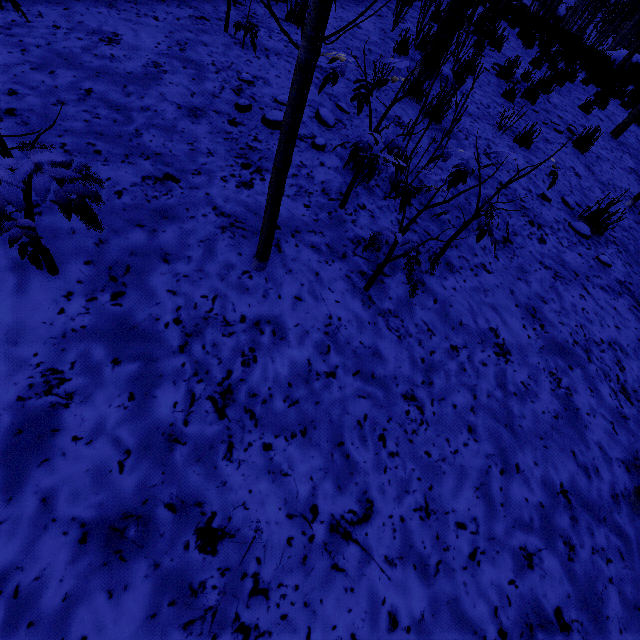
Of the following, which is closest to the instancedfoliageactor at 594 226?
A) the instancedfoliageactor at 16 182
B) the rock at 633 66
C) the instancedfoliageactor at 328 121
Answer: the instancedfoliageactor at 328 121

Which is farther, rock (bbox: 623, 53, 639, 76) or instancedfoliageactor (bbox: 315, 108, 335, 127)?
rock (bbox: 623, 53, 639, 76)

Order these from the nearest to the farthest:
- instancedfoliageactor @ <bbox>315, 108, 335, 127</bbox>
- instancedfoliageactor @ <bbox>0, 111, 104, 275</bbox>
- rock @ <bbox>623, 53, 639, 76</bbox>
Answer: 1. instancedfoliageactor @ <bbox>0, 111, 104, 275</bbox>
2. instancedfoliageactor @ <bbox>315, 108, 335, 127</bbox>
3. rock @ <bbox>623, 53, 639, 76</bbox>

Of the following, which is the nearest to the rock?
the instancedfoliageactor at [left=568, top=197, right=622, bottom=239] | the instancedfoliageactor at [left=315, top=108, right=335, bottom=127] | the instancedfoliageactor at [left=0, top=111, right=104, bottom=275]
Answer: the instancedfoliageactor at [left=568, top=197, right=622, bottom=239]

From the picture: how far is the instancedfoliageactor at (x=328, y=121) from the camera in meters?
3.2 m

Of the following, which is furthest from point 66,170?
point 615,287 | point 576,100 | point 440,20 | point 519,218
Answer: point 576,100

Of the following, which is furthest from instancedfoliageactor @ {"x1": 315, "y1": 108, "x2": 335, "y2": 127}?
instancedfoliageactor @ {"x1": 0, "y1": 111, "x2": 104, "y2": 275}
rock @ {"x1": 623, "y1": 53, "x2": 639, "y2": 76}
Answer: rock @ {"x1": 623, "y1": 53, "x2": 639, "y2": 76}

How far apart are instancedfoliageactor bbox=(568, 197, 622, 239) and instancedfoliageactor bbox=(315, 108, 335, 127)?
2.92m
